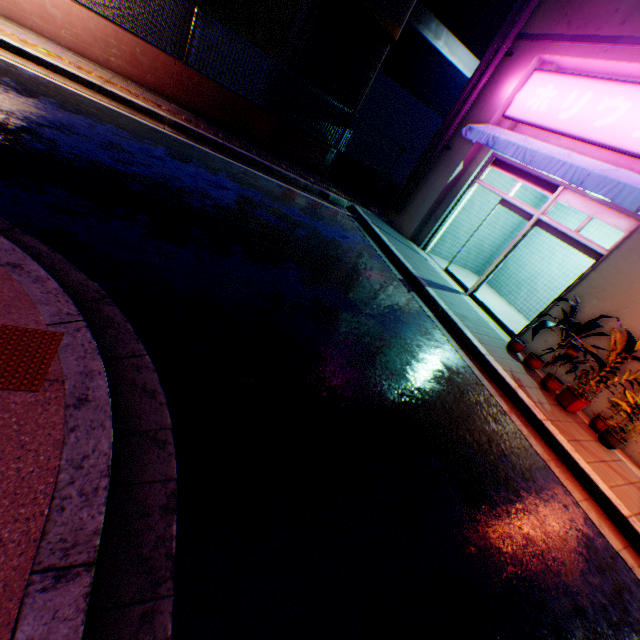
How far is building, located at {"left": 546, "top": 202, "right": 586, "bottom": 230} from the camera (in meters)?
9.50

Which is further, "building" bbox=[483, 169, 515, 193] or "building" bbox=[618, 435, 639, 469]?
"building" bbox=[483, 169, 515, 193]

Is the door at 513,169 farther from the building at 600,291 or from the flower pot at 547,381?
the flower pot at 547,381

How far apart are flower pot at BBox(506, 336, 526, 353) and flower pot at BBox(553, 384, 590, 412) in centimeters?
113cm

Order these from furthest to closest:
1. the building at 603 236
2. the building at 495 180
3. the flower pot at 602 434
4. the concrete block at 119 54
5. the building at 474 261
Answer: the building at 474 261 → the building at 495 180 → the building at 603 236 → the concrete block at 119 54 → the flower pot at 602 434

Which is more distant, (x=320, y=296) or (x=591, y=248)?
(x=591, y=248)
